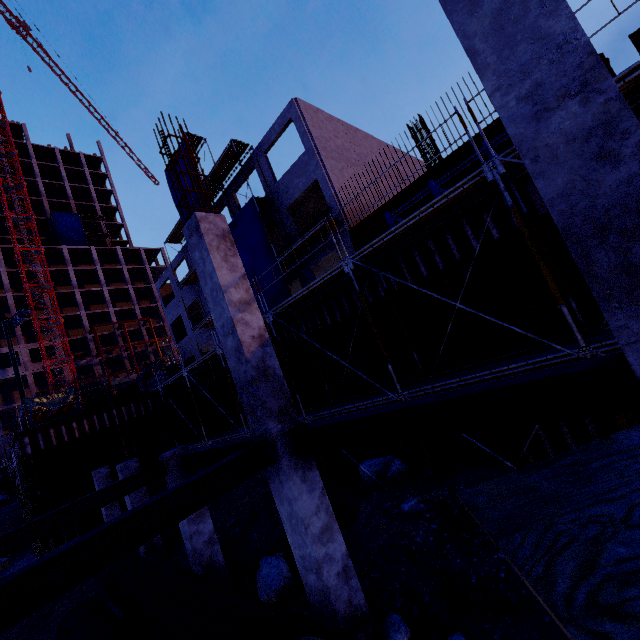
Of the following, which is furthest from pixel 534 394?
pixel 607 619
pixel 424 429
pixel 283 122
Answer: pixel 283 122

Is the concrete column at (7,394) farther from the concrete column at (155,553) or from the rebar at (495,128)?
the rebar at (495,128)

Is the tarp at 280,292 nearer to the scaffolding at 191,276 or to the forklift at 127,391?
the scaffolding at 191,276

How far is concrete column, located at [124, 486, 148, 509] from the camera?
11.63m

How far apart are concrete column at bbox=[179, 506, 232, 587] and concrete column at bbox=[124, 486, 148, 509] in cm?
435

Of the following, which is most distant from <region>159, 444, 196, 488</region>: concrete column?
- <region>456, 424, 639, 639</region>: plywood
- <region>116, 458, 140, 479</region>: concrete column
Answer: <region>456, 424, 639, 639</region>: plywood

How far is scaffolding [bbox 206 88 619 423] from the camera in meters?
6.1 m

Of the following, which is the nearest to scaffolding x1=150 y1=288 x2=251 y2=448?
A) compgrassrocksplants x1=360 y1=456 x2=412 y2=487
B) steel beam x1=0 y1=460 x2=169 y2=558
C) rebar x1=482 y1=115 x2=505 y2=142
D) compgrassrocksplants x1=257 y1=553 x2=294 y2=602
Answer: compgrassrocksplants x1=360 y1=456 x2=412 y2=487
